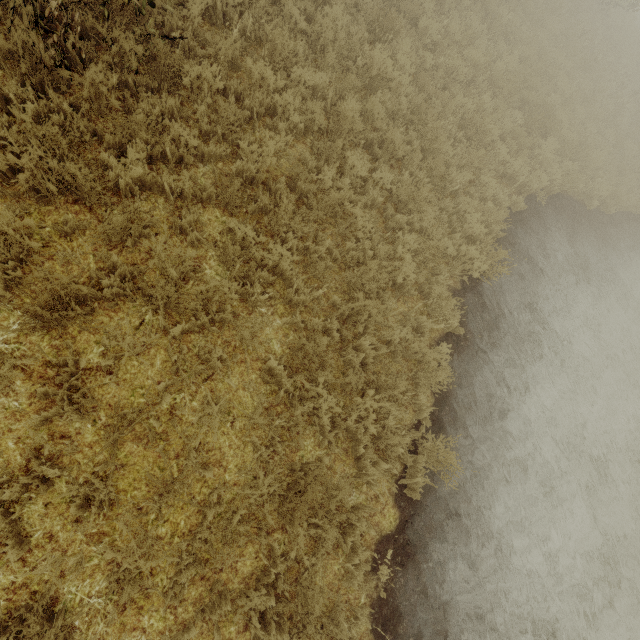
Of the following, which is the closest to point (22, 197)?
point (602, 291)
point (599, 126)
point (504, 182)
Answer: point (504, 182)
